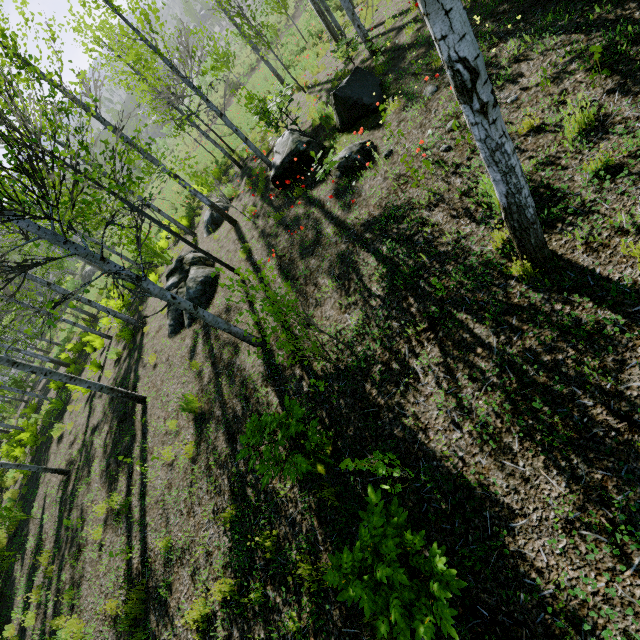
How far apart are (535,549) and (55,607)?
10.11m

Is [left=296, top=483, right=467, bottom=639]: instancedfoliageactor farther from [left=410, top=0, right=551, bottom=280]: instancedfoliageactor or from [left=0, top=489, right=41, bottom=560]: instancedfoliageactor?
[left=0, top=489, right=41, bottom=560]: instancedfoliageactor

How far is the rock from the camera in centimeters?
741cm

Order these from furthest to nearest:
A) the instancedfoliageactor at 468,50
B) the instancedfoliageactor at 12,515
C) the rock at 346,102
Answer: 1. the instancedfoliageactor at 12,515
2. the rock at 346,102
3. the instancedfoliageactor at 468,50

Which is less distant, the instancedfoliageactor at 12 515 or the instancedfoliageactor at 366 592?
the instancedfoliageactor at 366 592

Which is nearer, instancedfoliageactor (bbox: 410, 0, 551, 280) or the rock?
instancedfoliageactor (bbox: 410, 0, 551, 280)

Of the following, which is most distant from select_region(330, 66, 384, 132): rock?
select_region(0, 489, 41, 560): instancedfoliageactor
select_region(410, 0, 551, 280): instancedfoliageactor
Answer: select_region(0, 489, 41, 560): instancedfoliageactor

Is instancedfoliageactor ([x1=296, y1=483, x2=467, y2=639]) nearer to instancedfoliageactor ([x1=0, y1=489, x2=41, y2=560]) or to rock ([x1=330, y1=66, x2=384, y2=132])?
rock ([x1=330, y1=66, x2=384, y2=132])
